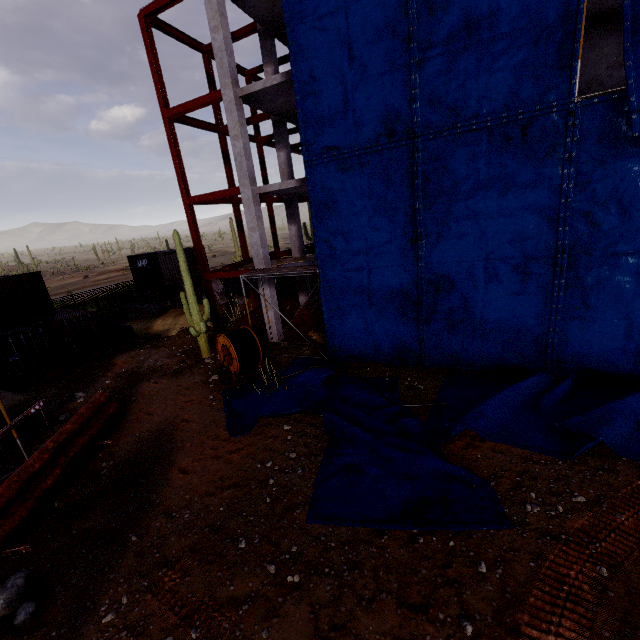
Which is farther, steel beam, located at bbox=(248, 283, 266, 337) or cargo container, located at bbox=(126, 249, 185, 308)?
cargo container, located at bbox=(126, 249, 185, 308)

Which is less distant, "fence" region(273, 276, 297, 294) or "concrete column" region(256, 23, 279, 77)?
"concrete column" region(256, 23, 279, 77)

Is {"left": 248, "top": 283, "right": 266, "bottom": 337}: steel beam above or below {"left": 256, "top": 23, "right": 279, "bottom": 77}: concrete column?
below

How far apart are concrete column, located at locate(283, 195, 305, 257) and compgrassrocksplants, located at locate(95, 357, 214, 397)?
9.5m

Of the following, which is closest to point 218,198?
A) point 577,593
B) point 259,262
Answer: point 259,262

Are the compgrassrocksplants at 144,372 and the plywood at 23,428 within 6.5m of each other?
yes

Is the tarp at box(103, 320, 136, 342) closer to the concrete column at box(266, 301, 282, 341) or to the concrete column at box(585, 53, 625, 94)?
the concrete column at box(266, 301, 282, 341)

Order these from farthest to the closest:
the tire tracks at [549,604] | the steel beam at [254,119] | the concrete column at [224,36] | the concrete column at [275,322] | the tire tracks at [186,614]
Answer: the steel beam at [254,119], the concrete column at [275,322], the concrete column at [224,36], the tire tracks at [186,614], the tire tracks at [549,604]
